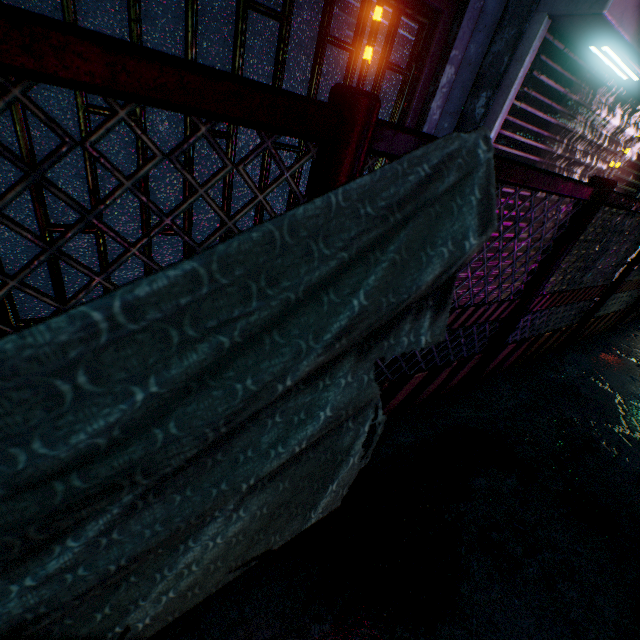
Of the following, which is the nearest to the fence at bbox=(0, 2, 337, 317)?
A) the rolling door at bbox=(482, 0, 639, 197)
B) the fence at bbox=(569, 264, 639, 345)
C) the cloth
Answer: the cloth

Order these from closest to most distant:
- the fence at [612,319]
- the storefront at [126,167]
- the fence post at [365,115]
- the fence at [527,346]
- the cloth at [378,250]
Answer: the cloth at [378,250], the fence post at [365,115], the storefront at [126,167], the fence at [527,346], the fence at [612,319]

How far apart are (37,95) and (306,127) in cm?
147

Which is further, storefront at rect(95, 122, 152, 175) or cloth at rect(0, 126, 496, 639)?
storefront at rect(95, 122, 152, 175)

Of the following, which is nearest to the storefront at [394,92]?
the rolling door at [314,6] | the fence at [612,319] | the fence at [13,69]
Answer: the rolling door at [314,6]

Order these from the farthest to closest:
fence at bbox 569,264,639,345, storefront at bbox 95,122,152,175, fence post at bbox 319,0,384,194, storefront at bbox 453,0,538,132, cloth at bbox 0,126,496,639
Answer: fence at bbox 569,264,639,345
storefront at bbox 453,0,538,132
storefront at bbox 95,122,152,175
fence post at bbox 319,0,384,194
cloth at bbox 0,126,496,639

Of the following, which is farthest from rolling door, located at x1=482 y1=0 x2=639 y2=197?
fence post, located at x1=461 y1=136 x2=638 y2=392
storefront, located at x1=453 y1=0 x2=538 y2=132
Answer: fence post, located at x1=461 y1=136 x2=638 y2=392

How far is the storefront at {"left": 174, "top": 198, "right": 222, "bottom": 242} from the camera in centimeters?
164cm
